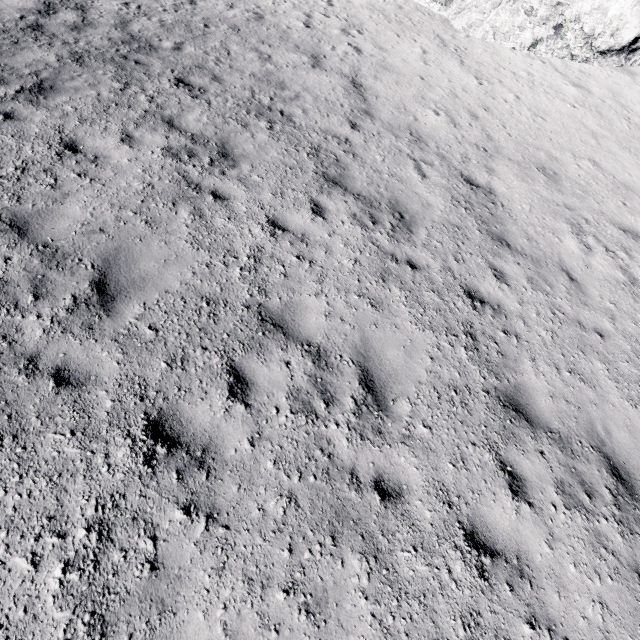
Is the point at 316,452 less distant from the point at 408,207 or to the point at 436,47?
the point at 408,207
